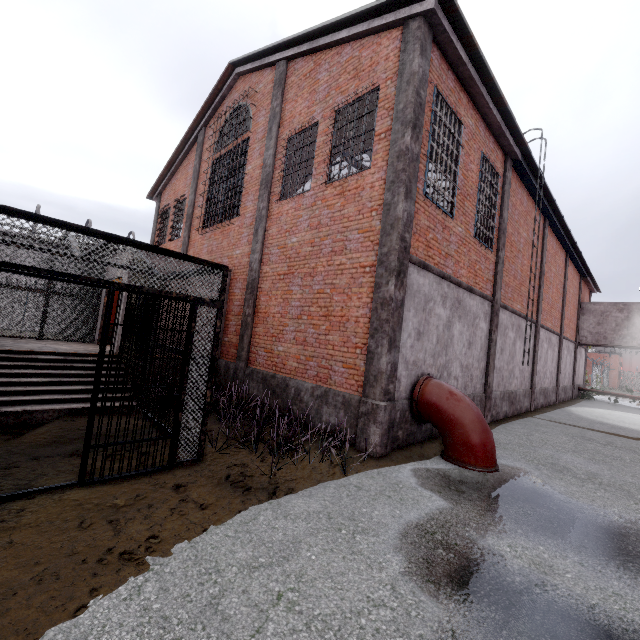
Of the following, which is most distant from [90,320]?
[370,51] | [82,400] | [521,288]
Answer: [521,288]

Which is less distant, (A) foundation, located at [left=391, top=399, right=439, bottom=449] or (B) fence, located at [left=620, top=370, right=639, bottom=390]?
(A) foundation, located at [left=391, top=399, right=439, bottom=449]

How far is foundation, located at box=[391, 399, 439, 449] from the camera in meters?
6.6 m

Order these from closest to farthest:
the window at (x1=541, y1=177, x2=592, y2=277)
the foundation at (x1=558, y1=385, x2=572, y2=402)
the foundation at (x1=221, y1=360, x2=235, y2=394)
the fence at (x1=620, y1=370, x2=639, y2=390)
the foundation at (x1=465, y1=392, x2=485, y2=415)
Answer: the foundation at (x1=465, y1=392, x2=485, y2=415) < the foundation at (x1=221, y1=360, x2=235, y2=394) < the window at (x1=541, y1=177, x2=592, y2=277) < the foundation at (x1=558, y1=385, x2=572, y2=402) < the fence at (x1=620, y1=370, x2=639, y2=390)

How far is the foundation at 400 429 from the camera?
6.61m

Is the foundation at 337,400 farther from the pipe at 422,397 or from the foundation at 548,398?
the foundation at 548,398

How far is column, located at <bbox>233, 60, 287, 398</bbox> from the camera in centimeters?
975cm

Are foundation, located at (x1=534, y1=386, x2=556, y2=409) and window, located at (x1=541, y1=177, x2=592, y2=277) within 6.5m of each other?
no
